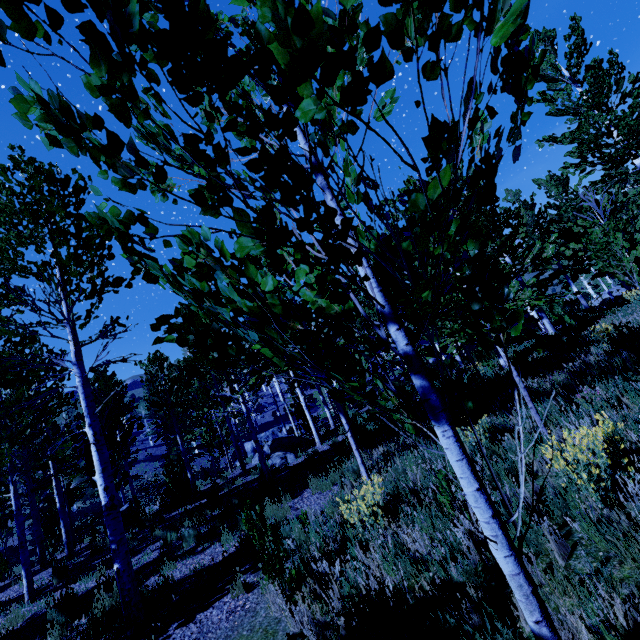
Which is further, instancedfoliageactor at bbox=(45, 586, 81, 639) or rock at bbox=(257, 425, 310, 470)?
rock at bbox=(257, 425, 310, 470)

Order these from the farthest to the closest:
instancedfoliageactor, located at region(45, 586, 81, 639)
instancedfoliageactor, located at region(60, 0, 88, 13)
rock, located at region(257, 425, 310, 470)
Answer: rock, located at region(257, 425, 310, 470)
instancedfoliageactor, located at region(45, 586, 81, 639)
instancedfoliageactor, located at region(60, 0, 88, 13)

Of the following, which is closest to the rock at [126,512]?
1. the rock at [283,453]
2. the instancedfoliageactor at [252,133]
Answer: the instancedfoliageactor at [252,133]

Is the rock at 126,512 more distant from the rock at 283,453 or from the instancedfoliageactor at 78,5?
the rock at 283,453

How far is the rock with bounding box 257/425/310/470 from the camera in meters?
12.6

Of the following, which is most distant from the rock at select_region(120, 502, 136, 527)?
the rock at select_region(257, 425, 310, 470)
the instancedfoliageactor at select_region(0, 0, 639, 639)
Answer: the rock at select_region(257, 425, 310, 470)

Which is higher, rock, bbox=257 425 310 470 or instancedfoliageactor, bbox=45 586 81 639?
rock, bbox=257 425 310 470

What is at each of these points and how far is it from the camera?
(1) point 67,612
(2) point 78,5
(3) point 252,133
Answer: (1) instancedfoliageactor, 6.1m
(2) instancedfoliageactor, 0.8m
(3) instancedfoliageactor, 1.0m
